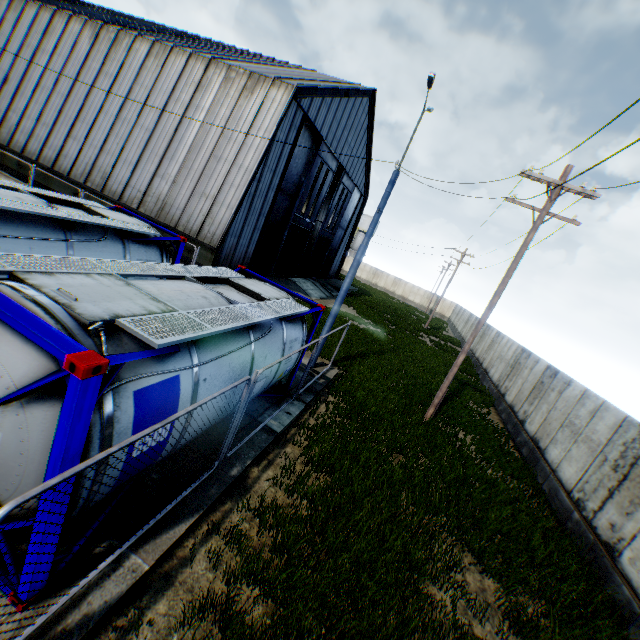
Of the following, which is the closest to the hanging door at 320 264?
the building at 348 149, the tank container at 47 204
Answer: the building at 348 149

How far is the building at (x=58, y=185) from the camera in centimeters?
1984cm

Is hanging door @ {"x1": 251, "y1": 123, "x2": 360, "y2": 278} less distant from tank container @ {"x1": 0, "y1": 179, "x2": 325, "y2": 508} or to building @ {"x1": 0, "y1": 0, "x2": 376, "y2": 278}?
building @ {"x1": 0, "y1": 0, "x2": 376, "y2": 278}

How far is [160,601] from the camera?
4.1 meters

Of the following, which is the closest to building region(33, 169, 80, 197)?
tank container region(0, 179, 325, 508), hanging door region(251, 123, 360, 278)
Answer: hanging door region(251, 123, 360, 278)

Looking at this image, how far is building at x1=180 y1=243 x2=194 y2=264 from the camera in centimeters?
1761cm
